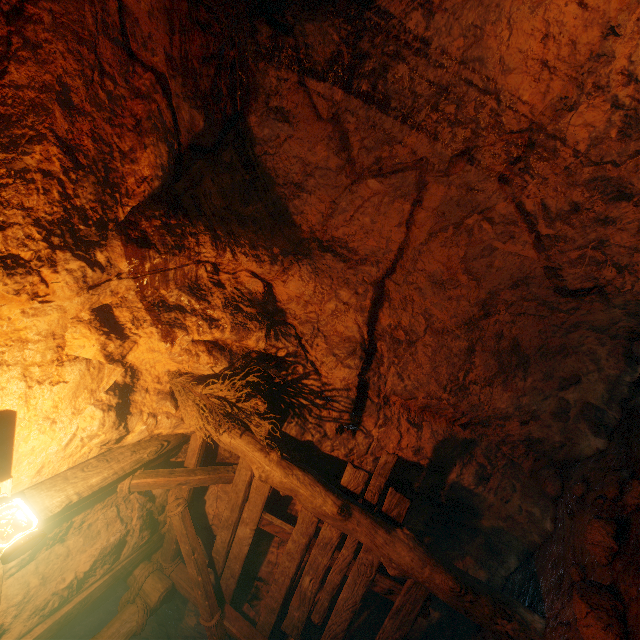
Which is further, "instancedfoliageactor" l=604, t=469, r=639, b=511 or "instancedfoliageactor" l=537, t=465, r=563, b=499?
"instancedfoliageactor" l=537, t=465, r=563, b=499

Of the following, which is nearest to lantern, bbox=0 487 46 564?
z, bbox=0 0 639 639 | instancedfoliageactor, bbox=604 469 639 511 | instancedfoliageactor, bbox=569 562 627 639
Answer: z, bbox=0 0 639 639

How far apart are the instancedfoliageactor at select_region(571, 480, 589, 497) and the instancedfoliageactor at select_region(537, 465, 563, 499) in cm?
22

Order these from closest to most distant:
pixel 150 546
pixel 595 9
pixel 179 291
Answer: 1. pixel 595 9
2. pixel 179 291
3. pixel 150 546

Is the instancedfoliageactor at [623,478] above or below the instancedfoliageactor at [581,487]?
above

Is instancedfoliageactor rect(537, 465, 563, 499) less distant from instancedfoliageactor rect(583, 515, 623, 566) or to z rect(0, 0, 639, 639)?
z rect(0, 0, 639, 639)

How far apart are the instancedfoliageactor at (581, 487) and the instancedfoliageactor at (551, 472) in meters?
0.2

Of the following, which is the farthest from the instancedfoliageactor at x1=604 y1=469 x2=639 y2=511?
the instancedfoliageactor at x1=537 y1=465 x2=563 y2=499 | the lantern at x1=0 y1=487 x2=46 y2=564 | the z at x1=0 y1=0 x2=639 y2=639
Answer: the lantern at x1=0 y1=487 x2=46 y2=564
